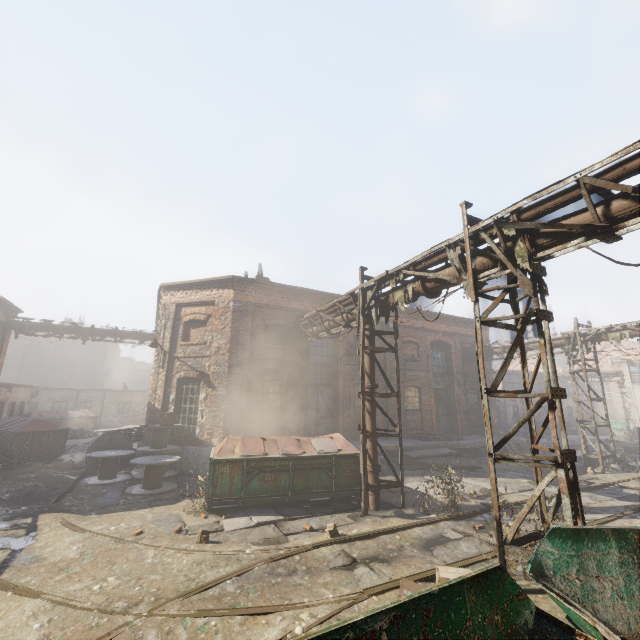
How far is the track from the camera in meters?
5.4 m

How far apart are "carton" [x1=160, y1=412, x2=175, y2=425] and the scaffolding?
11.40m

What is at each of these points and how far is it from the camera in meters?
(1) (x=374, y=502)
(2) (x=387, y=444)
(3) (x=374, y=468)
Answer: (1) pipe, 9.0
(2) building, 15.4
(3) pipe, 9.1

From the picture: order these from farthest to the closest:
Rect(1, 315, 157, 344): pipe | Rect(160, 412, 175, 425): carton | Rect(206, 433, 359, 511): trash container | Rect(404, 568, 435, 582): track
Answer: Rect(1, 315, 157, 344): pipe, Rect(160, 412, 175, 425): carton, Rect(206, 433, 359, 511): trash container, Rect(404, 568, 435, 582): track

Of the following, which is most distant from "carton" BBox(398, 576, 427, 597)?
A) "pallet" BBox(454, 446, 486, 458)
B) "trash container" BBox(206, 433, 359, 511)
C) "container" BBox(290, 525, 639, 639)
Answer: "pallet" BBox(454, 446, 486, 458)

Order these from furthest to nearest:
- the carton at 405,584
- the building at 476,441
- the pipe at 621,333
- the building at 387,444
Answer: the building at 476,441
the building at 387,444
the pipe at 621,333
the carton at 405,584

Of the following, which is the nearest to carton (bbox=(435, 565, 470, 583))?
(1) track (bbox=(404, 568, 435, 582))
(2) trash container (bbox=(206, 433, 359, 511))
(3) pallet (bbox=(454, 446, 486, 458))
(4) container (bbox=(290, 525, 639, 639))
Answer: (1) track (bbox=(404, 568, 435, 582))

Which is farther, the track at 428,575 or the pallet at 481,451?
the pallet at 481,451
